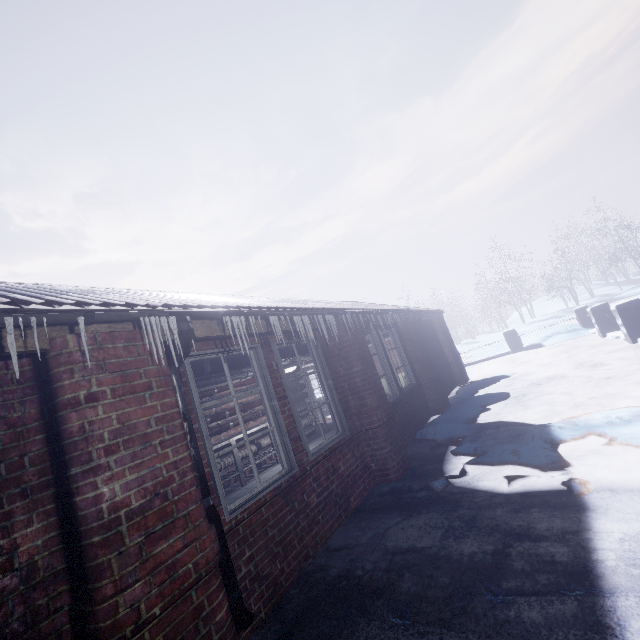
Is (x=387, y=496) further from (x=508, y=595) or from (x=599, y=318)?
(x=599, y=318)

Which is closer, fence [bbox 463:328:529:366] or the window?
the window

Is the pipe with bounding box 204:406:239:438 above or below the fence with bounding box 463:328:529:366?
above

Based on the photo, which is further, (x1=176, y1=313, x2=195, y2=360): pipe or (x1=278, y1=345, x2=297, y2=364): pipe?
(x1=278, y1=345, x2=297, y2=364): pipe

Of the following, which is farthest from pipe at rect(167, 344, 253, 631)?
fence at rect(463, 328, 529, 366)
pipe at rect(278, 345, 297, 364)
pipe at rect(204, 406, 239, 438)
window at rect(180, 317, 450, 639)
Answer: fence at rect(463, 328, 529, 366)

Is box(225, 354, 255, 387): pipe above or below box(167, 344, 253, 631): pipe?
above

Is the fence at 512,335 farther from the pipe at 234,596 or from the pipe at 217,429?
the pipe at 234,596

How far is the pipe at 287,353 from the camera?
4.8m
